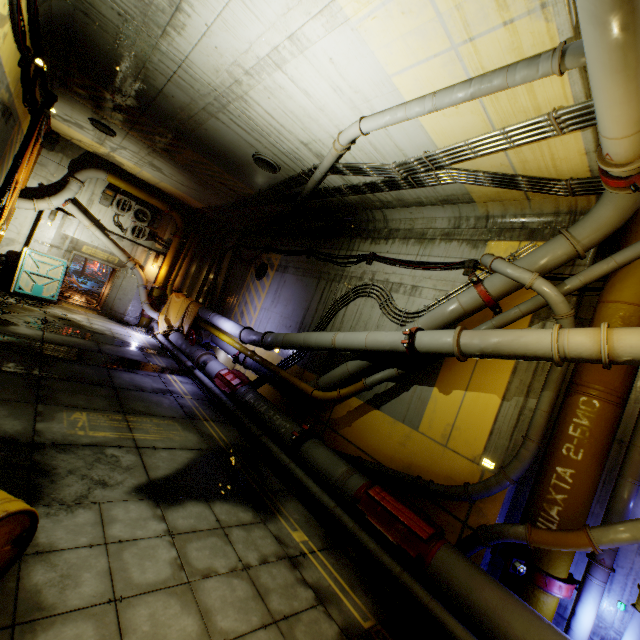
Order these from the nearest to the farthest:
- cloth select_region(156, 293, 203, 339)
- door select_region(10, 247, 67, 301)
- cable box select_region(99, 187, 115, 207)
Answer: door select_region(10, 247, 67, 301), cloth select_region(156, 293, 203, 339), cable box select_region(99, 187, 115, 207)

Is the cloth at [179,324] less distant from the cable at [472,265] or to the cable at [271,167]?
the cable at [472,265]

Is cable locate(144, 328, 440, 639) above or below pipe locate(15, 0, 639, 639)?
below

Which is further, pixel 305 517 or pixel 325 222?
pixel 325 222

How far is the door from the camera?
13.4 meters

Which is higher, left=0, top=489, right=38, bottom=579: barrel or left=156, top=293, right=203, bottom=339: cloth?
left=156, top=293, right=203, bottom=339: cloth

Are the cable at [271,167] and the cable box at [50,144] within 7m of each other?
no

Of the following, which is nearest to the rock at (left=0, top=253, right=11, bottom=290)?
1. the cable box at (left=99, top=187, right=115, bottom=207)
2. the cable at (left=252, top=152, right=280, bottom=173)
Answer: the cable box at (left=99, top=187, right=115, bottom=207)
